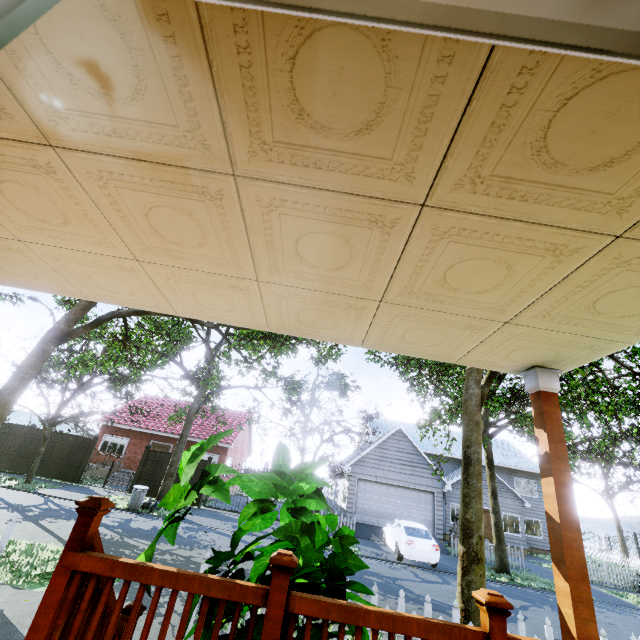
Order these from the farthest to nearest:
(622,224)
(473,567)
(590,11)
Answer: (473,567) → (622,224) → (590,11)

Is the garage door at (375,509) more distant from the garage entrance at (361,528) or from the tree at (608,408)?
the tree at (608,408)

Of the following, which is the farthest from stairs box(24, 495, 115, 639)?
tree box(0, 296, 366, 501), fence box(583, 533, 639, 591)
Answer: tree box(0, 296, 366, 501)

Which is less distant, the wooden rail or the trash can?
the wooden rail

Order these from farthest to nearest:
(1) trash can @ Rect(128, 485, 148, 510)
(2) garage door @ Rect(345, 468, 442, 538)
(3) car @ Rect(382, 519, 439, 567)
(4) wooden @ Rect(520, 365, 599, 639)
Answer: (2) garage door @ Rect(345, 468, 442, 538) < (1) trash can @ Rect(128, 485, 148, 510) < (3) car @ Rect(382, 519, 439, 567) < (4) wooden @ Rect(520, 365, 599, 639)

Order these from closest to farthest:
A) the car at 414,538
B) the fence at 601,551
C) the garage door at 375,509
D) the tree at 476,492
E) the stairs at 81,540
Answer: the stairs at 81,540 < the tree at 476,492 < the car at 414,538 < the fence at 601,551 < the garage door at 375,509

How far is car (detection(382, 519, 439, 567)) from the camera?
13.56m

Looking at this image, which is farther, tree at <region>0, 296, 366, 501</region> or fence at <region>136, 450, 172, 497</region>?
fence at <region>136, 450, 172, 497</region>
